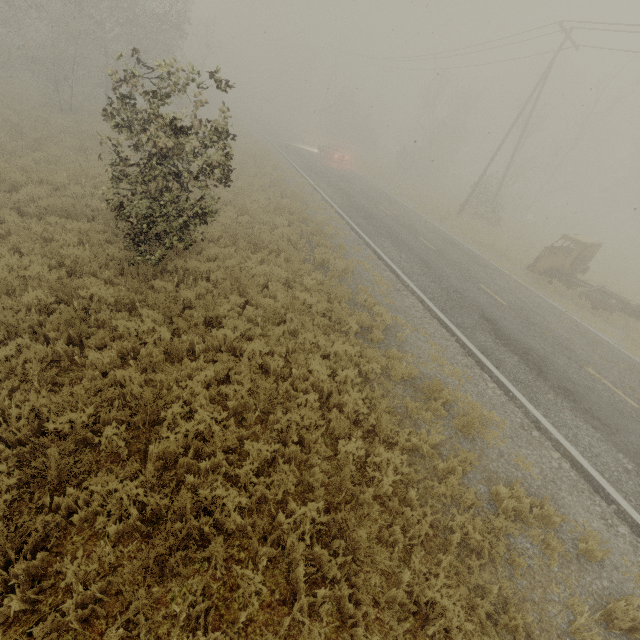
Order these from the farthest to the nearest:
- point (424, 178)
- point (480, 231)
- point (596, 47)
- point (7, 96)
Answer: point (424, 178), point (480, 231), point (7, 96), point (596, 47)
